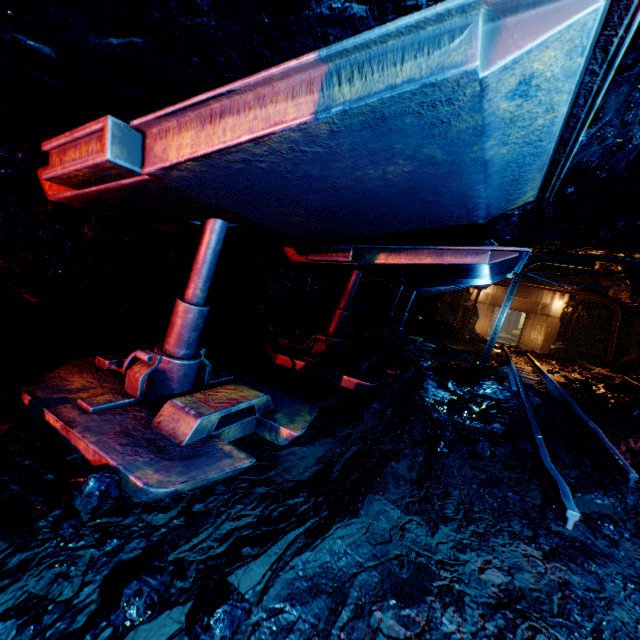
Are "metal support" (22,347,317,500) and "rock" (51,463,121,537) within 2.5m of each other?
yes

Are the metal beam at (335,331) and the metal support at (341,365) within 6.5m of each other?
yes

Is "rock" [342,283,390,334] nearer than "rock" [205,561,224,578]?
No

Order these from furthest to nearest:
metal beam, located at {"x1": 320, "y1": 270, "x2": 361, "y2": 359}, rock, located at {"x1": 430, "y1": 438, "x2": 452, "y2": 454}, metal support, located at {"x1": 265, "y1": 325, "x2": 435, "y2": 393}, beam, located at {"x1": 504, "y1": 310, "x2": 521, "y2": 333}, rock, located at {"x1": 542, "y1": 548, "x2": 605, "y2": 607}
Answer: beam, located at {"x1": 504, "y1": 310, "x2": 521, "y2": 333} < metal beam, located at {"x1": 320, "y1": 270, "x2": 361, "y2": 359} < metal support, located at {"x1": 265, "y1": 325, "x2": 435, "y2": 393} < rock, located at {"x1": 430, "y1": 438, "x2": 452, "y2": 454} < rock, located at {"x1": 542, "y1": 548, "x2": 605, "y2": 607}

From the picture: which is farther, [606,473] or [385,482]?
[606,473]

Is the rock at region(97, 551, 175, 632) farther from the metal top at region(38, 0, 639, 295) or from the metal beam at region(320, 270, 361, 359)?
the metal beam at region(320, 270, 361, 359)

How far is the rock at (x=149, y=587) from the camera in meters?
1.1

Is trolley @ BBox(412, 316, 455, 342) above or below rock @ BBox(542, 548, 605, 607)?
above
